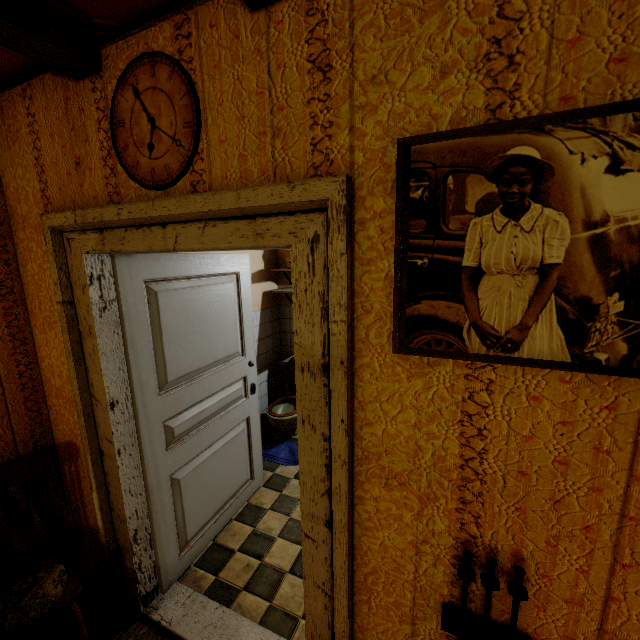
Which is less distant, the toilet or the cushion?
the cushion

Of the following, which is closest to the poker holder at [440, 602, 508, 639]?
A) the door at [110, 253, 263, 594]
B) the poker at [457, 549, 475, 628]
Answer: the poker at [457, 549, 475, 628]

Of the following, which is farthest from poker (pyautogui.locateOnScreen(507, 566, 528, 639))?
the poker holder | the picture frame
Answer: the picture frame

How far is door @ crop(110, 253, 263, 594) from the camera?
1.8m

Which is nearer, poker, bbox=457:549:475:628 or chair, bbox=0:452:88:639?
poker, bbox=457:549:475:628

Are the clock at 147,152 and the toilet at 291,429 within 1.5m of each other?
no

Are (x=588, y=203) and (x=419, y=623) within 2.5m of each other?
yes

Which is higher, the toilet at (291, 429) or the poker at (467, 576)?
the poker at (467, 576)
